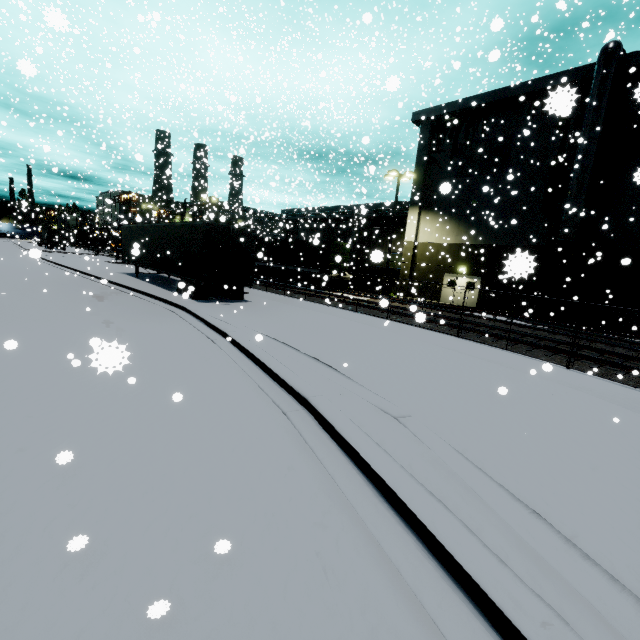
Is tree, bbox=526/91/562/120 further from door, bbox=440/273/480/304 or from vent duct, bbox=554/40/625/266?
door, bbox=440/273/480/304

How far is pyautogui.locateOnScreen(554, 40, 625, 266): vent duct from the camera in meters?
18.1

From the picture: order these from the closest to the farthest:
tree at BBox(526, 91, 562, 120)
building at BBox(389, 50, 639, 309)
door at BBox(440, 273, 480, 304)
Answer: tree at BBox(526, 91, 562, 120) < building at BBox(389, 50, 639, 309) < door at BBox(440, 273, 480, 304)

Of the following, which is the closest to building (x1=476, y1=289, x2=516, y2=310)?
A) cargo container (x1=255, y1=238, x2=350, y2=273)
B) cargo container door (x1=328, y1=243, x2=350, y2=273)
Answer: cargo container (x1=255, y1=238, x2=350, y2=273)

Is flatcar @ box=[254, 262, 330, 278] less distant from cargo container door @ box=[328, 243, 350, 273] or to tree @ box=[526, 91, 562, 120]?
cargo container door @ box=[328, 243, 350, 273]

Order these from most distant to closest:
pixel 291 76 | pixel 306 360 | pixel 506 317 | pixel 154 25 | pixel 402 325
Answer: pixel 291 76 < pixel 506 317 < pixel 402 325 < pixel 306 360 < pixel 154 25

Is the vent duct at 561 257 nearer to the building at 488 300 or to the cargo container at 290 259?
the building at 488 300

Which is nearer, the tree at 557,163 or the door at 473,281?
the tree at 557,163
